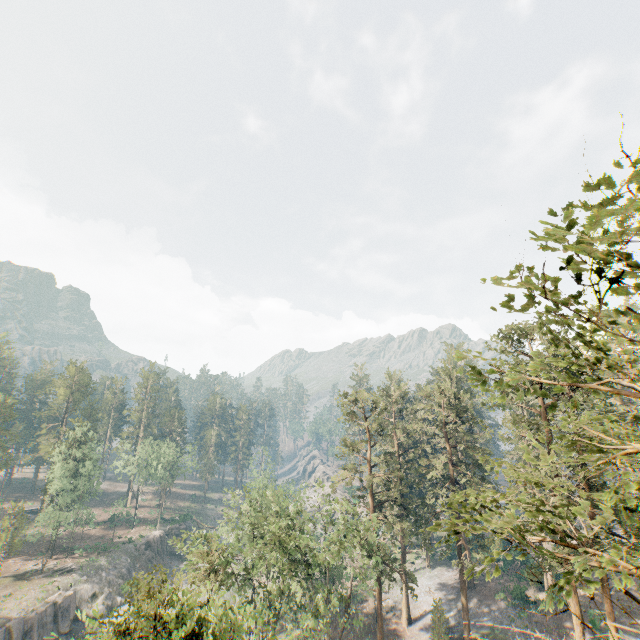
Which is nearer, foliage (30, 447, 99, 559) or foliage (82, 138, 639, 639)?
foliage (82, 138, 639, 639)

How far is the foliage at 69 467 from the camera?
52.38m

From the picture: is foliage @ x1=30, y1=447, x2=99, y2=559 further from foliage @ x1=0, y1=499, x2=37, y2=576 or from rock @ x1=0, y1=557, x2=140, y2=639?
rock @ x1=0, y1=557, x2=140, y2=639

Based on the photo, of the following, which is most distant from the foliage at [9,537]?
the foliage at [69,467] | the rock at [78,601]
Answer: the rock at [78,601]

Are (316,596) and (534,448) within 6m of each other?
no

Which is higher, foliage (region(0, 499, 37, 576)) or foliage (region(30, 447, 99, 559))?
foliage (region(30, 447, 99, 559))

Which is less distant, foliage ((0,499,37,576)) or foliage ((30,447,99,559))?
foliage ((0,499,37,576))

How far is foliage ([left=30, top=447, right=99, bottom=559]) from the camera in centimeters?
5238cm
